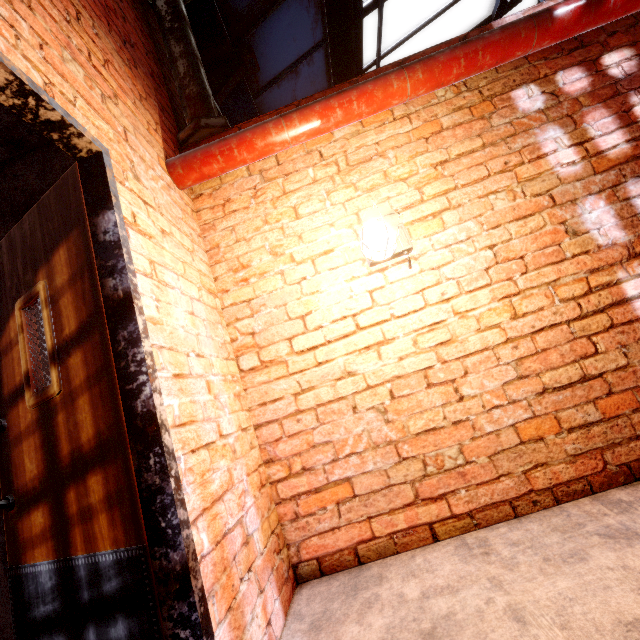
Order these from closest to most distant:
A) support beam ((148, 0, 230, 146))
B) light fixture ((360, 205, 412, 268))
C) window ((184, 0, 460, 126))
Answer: light fixture ((360, 205, 412, 268))
support beam ((148, 0, 230, 146))
window ((184, 0, 460, 126))

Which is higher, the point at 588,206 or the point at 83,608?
the point at 588,206

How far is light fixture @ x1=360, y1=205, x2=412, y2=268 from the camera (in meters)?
1.61

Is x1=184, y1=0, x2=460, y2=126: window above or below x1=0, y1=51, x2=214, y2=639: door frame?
above

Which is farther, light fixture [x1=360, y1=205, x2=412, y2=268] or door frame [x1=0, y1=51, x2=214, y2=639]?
light fixture [x1=360, y1=205, x2=412, y2=268]

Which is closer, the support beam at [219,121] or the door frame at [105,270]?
the door frame at [105,270]

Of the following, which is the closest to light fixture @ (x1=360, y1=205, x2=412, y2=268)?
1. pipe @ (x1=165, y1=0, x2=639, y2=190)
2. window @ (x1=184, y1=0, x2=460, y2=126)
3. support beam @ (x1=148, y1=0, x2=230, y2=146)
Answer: pipe @ (x1=165, y1=0, x2=639, y2=190)

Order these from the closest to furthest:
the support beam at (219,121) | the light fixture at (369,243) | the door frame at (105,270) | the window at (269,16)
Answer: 1. the door frame at (105,270)
2. the light fixture at (369,243)
3. the support beam at (219,121)
4. the window at (269,16)
